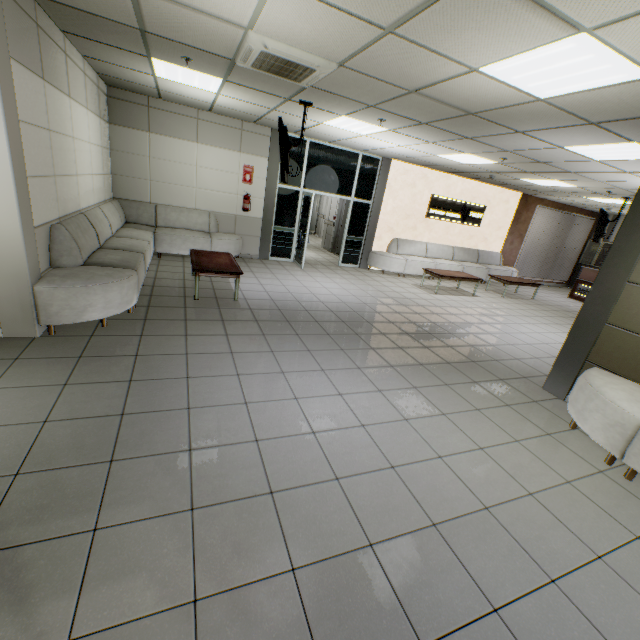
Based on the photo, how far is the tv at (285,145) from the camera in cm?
477

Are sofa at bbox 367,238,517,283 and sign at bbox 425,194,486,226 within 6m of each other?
yes

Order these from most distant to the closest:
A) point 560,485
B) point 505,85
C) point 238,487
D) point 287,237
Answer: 1. point 287,237
2. point 505,85
3. point 560,485
4. point 238,487

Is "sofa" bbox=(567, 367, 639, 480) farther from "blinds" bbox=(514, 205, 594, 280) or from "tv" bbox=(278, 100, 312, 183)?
"blinds" bbox=(514, 205, 594, 280)

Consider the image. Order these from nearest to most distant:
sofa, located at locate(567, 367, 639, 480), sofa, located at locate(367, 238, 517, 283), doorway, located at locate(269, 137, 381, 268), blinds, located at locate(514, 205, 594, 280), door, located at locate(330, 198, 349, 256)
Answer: sofa, located at locate(567, 367, 639, 480) < doorway, located at locate(269, 137, 381, 268) < sofa, located at locate(367, 238, 517, 283) < door, located at locate(330, 198, 349, 256) < blinds, located at locate(514, 205, 594, 280)

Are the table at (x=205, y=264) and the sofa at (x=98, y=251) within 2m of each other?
yes

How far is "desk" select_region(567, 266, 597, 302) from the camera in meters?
11.2

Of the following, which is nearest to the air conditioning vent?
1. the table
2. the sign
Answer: the table
